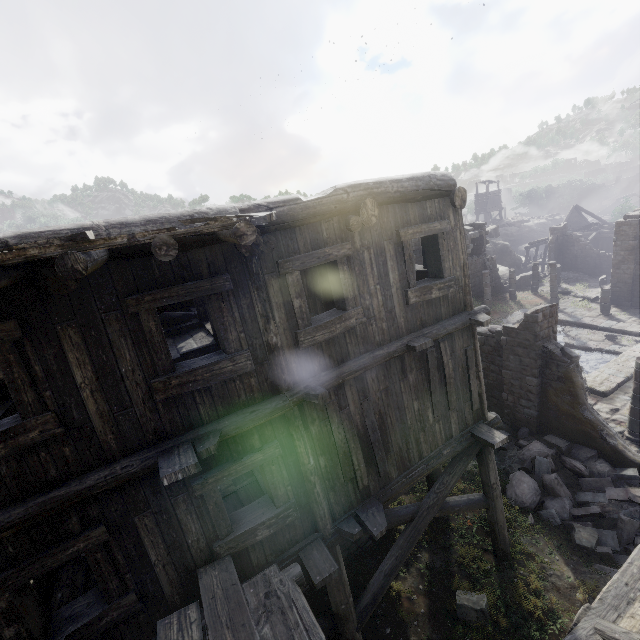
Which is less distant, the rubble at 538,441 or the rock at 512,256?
the rubble at 538,441

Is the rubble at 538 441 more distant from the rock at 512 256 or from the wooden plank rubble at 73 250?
the rock at 512 256

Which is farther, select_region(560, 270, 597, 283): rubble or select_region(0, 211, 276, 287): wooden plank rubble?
select_region(560, 270, 597, 283): rubble

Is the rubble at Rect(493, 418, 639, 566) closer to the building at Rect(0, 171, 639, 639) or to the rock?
the building at Rect(0, 171, 639, 639)

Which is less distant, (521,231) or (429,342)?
(429,342)

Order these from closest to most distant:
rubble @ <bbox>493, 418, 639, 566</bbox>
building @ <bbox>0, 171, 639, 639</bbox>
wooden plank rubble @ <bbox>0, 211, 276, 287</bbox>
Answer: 1. wooden plank rubble @ <bbox>0, 211, 276, 287</bbox>
2. building @ <bbox>0, 171, 639, 639</bbox>
3. rubble @ <bbox>493, 418, 639, 566</bbox>

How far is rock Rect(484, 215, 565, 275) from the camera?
42.06m

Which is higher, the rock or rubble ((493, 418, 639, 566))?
the rock
